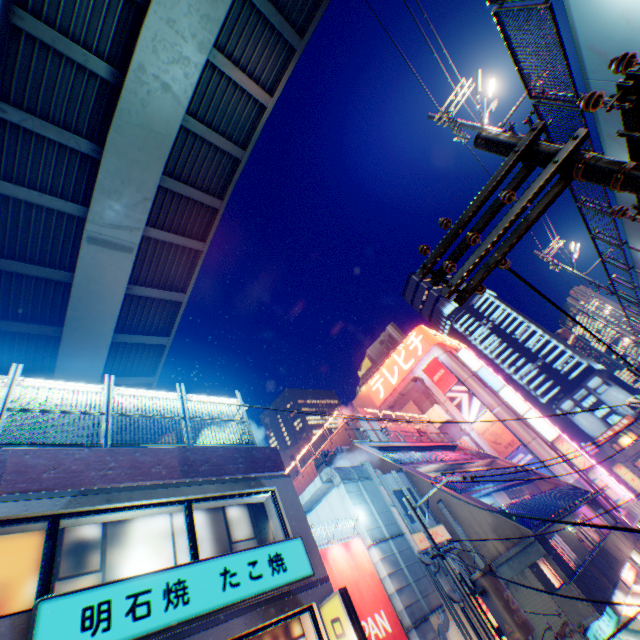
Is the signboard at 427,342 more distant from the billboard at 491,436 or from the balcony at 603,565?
the balcony at 603,565

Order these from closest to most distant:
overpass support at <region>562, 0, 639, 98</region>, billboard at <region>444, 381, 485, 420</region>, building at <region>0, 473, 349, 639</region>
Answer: overpass support at <region>562, 0, 639, 98</region>, building at <region>0, 473, 349, 639</region>, billboard at <region>444, 381, 485, 420</region>

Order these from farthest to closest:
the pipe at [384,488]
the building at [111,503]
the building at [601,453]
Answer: the building at [601,453] → the pipe at [384,488] → the building at [111,503]

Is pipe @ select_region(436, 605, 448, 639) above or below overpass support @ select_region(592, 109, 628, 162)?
below

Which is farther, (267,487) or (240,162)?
(240,162)

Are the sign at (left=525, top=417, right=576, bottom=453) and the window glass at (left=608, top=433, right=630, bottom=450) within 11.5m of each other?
no

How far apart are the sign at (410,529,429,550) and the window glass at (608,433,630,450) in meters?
49.2 m

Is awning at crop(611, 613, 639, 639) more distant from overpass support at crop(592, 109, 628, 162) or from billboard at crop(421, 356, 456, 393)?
billboard at crop(421, 356, 456, 393)
